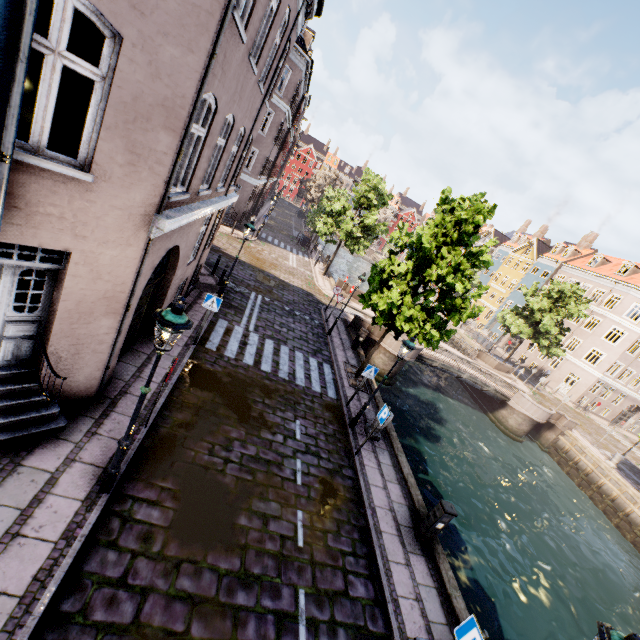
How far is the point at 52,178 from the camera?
4.3 meters

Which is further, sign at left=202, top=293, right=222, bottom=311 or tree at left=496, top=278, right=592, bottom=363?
tree at left=496, top=278, right=592, bottom=363

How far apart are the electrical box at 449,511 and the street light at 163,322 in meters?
7.1

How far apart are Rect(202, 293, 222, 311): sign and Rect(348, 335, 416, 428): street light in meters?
5.6

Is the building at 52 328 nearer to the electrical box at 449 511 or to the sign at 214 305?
the sign at 214 305

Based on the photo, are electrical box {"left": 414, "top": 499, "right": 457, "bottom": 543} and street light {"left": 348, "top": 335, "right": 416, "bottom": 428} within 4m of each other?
yes

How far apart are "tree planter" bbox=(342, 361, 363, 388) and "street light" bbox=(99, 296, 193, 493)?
9.2m

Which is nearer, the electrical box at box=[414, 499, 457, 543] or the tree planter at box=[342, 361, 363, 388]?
the electrical box at box=[414, 499, 457, 543]
